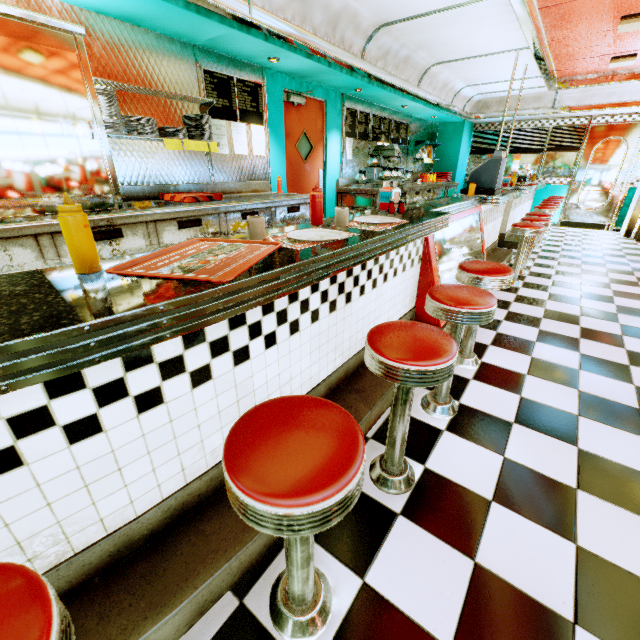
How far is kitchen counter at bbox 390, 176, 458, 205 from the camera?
6.6 meters

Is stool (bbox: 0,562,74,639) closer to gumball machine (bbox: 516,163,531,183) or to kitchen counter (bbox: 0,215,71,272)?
kitchen counter (bbox: 0,215,71,272)

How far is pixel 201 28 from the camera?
3.01m

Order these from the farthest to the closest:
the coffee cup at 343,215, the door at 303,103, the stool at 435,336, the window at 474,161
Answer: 1. the window at 474,161
2. the door at 303,103
3. the coffee cup at 343,215
4. the stool at 435,336

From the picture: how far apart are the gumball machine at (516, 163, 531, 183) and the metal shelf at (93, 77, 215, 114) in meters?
7.6

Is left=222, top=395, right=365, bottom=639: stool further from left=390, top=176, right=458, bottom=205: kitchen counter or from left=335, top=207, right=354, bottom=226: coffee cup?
left=390, top=176, right=458, bottom=205: kitchen counter

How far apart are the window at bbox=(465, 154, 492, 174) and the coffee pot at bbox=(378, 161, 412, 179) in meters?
4.5 m

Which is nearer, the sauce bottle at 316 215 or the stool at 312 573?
the stool at 312 573
